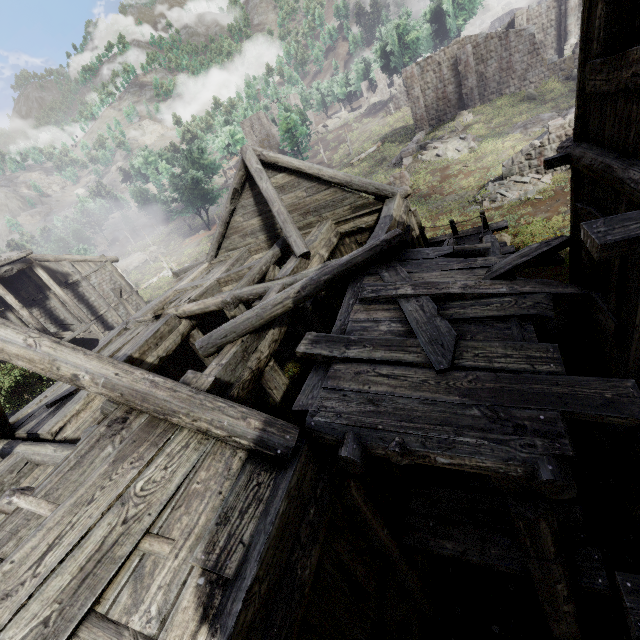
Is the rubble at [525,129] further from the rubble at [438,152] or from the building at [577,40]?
the building at [577,40]

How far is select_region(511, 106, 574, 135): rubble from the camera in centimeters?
2266cm

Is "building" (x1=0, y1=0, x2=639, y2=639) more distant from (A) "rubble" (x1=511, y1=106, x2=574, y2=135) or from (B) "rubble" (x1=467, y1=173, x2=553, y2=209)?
(A) "rubble" (x1=511, y1=106, x2=574, y2=135)

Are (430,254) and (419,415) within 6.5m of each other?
yes

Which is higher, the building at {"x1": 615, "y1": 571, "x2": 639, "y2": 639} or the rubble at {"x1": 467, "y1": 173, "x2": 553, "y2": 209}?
the building at {"x1": 615, "y1": 571, "x2": 639, "y2": 639}

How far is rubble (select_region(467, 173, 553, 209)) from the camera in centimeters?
1697cm

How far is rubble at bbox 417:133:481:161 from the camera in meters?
24.9 m
